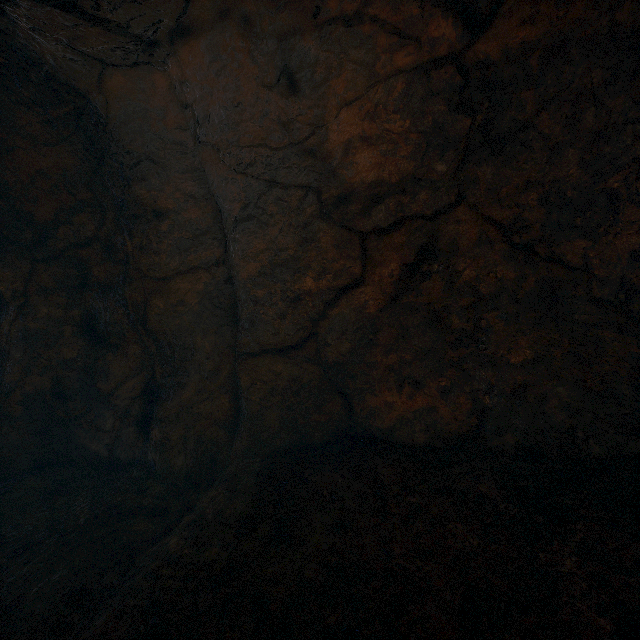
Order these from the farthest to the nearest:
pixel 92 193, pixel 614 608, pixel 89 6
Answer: pixel 92 193 < pixel 89 6 < pixel 614 608
